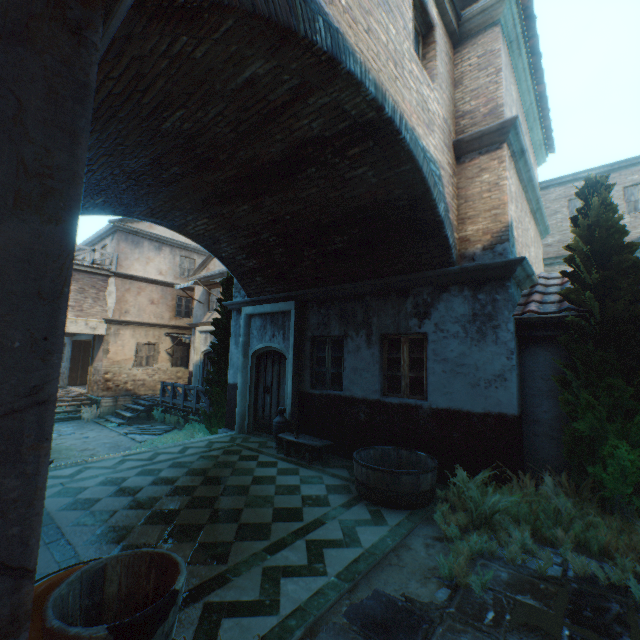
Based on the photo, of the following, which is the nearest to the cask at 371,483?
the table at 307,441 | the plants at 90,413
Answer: the table at 307,441

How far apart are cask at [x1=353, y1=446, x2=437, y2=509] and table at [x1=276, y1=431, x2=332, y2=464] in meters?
1.0

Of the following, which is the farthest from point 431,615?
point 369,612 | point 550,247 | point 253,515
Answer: A: point 550,247

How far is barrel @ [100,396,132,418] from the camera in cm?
1546

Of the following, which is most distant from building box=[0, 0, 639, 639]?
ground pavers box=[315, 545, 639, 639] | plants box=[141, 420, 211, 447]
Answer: plants box=[141, 420, 211, 447]

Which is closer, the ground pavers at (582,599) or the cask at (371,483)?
the ground pavers at (582,599)

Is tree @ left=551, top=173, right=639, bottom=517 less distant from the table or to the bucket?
the table

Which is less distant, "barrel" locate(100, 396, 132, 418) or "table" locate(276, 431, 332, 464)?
"table" locate(276, 431, 332, 464)
